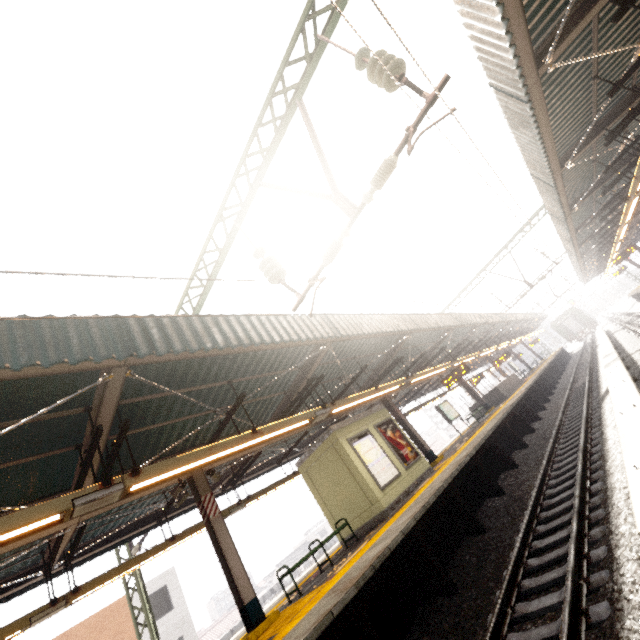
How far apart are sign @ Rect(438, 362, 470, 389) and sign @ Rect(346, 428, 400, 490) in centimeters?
640cm

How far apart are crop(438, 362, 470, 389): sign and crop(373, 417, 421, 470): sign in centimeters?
476cm

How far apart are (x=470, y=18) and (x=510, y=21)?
0.51m

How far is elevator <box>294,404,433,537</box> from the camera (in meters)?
9.60

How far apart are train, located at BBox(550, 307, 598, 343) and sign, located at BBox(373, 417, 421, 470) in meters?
45.9

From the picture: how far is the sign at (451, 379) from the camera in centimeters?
1536cm

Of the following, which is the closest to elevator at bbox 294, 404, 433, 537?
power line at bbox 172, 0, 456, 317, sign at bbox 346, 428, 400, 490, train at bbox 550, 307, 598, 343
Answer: sign at bbox 346, 428, 400, 490

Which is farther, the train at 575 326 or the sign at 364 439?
the train at 575 326
